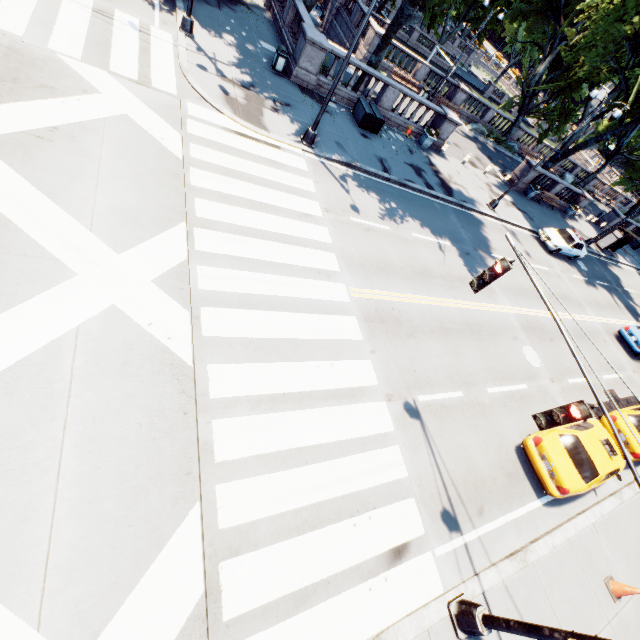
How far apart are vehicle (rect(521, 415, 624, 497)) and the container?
16.94m

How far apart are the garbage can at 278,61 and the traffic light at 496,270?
16.27m

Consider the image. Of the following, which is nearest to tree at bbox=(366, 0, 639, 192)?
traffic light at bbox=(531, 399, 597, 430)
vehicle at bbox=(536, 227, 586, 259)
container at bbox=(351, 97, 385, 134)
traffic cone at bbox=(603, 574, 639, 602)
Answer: container at bbox=(351, 97, 385, 134)

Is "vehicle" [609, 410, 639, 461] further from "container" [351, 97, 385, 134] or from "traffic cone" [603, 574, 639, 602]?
"container" [351, 97, 385, 134]

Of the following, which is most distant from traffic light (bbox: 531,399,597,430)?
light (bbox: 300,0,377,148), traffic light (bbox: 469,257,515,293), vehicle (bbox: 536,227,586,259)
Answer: vehicle (bbox: 536,227,586,259)

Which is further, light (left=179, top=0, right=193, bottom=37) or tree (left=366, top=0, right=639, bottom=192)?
tree (left=366, top=0, right=639, bottom=192)

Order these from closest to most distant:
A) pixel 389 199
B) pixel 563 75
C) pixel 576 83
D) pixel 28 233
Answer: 1. pixel 28 233
2. pixel 389 199
3. pixel 576 83
4. pixel 563 75

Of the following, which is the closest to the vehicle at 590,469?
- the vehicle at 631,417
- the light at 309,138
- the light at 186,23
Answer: the vehicle at 631,417
